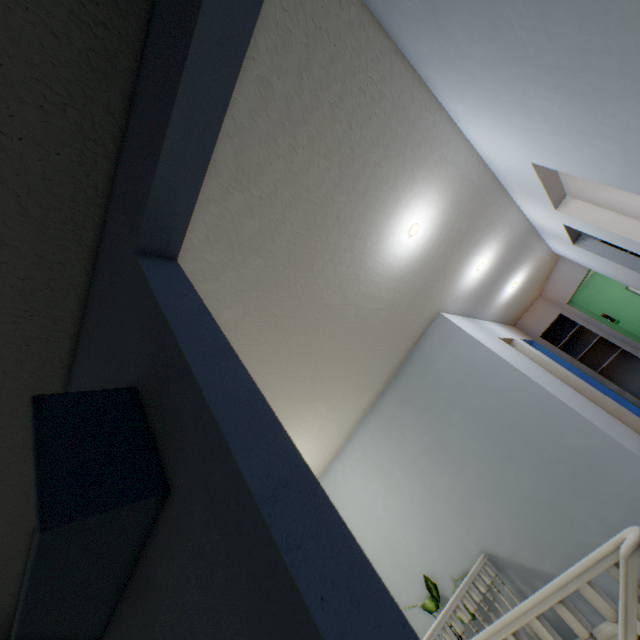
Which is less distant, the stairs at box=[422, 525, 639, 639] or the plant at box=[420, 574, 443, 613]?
the stairs at box=[422, 525, 639, 639]

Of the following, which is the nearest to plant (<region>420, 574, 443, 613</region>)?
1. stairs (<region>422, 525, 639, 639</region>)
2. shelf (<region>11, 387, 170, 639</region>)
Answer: stairs (<region>422, 525, 639, 639</region>)

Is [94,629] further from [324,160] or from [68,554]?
[324,160]

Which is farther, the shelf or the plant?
the plant

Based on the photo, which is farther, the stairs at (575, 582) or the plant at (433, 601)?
the plant at (433, 601)

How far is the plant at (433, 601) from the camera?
3.0 meters

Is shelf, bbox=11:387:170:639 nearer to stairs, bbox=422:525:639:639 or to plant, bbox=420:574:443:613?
stairs, bbox=422:525:639:639
